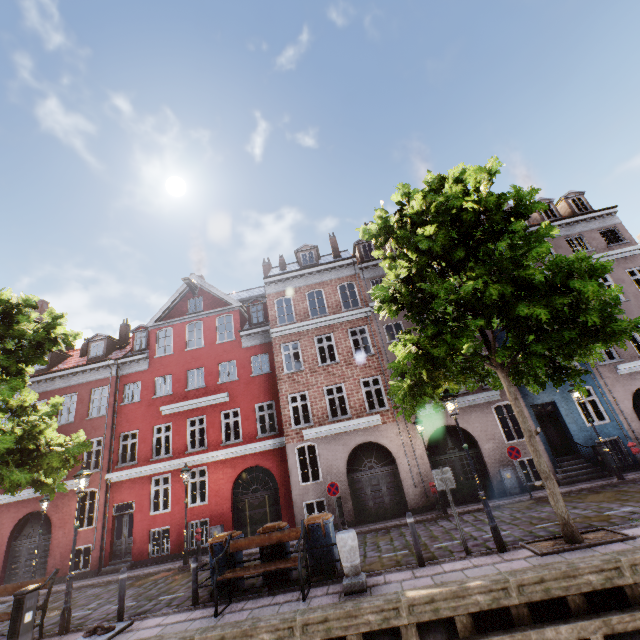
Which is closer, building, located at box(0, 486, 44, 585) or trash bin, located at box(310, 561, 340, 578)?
trash bin, located at box(310, 561, 340, 578)

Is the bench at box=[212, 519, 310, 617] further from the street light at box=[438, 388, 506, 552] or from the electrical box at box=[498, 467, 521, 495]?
the electrical box at box=[498, 467, 521, 495]

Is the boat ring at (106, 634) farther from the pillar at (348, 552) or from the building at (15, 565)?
the building at (15, 565)

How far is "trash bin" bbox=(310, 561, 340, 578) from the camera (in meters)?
8.40

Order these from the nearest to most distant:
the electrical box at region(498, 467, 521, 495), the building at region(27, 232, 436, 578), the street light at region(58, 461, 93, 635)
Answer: the street light at region(58, 461, 93, 635) → the electrical box at region(498, 467, 521, 495) → the building at region(27, 232, 436, 578)

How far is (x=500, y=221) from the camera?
7.42m

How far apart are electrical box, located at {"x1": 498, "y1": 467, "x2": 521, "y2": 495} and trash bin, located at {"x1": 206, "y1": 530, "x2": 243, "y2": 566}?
11.5 meters

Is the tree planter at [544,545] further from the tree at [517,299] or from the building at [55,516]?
the building at [55,516]
